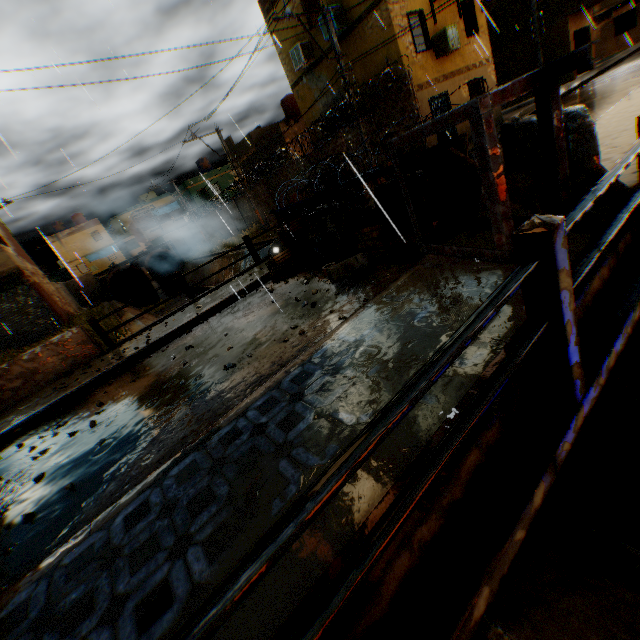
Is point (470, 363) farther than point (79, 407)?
No

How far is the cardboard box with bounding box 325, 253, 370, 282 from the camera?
5.7m

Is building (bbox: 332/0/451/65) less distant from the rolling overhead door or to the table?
the rolling overhead door

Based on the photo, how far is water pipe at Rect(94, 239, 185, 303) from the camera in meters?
33.3

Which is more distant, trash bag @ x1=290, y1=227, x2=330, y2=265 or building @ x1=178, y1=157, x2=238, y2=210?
building @ x1=178, y1=157, x2=238, y2=210

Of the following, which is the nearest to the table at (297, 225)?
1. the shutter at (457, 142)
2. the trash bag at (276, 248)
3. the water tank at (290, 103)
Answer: the trash bag at (276, 248)

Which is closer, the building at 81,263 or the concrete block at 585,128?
the concrete block at 585,128

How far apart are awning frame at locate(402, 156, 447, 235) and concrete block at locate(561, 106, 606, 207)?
0.1m
